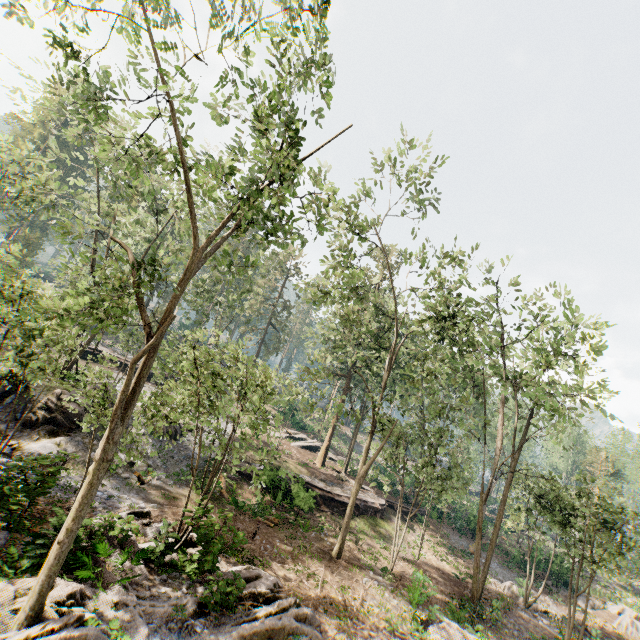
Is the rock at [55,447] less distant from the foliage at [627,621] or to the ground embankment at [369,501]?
the foliage at [627,621]

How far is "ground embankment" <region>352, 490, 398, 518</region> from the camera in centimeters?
2714cm

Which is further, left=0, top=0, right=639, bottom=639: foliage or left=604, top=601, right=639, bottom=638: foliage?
left=604, top=601, right=639, bottom=638: foliage

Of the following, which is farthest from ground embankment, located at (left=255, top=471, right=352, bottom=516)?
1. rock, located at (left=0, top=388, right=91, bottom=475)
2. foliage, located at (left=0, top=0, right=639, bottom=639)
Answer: rock, located at (left=0, top=388, right=91, bottom=475)

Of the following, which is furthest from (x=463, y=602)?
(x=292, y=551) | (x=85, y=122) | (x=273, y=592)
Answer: (x=85, y=122)

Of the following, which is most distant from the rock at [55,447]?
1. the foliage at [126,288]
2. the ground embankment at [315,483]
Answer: the ground embankment at [315,483]
